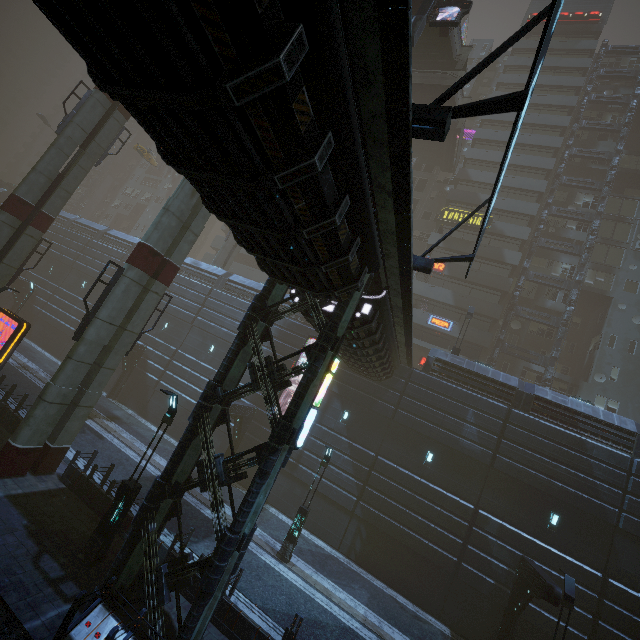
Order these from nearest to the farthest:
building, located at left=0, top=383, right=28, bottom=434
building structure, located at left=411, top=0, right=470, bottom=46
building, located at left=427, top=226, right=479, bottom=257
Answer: building, located at left=0, top=383, right=28, bottom=434 < building structure, located at left=411, top=0, right=470, bottom=46 < building, located at left=427, top=226, right=479, bottom=257

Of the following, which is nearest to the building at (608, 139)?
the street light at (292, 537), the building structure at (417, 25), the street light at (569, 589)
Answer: the street light at (569, 589)

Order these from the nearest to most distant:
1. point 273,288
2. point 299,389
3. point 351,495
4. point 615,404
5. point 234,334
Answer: point 299,389 → point 273,288 → point 351,495 → point 234,334 → point 615,404

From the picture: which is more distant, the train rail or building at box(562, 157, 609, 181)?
building at box(562, 157, 609, 181)

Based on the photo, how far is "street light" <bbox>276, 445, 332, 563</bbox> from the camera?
15.3m

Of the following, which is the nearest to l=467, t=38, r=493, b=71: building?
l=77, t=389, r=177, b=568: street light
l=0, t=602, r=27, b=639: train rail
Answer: l=0, t=602, r=27, b=639: train rail

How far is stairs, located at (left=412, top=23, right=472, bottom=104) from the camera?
23.3m

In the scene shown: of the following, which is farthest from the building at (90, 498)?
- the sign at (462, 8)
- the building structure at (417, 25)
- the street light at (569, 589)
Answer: the sign at (462, 8)
